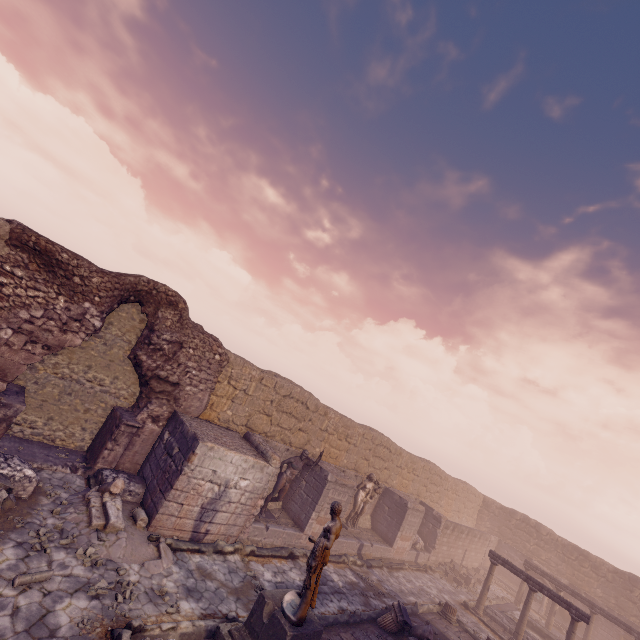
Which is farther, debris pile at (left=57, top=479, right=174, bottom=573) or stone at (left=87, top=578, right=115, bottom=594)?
debris pile at (left=57, top=479, right=174, bottom=573)

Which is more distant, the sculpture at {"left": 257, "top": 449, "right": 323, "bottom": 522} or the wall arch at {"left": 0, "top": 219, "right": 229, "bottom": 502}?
the sculpture at {"left": 257, "top": 449, "right": 323, "bottom": 522}

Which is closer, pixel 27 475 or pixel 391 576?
pixel 27 475

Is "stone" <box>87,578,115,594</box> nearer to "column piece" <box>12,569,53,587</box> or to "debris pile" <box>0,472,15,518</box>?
"column piece" <box>12,569,53,587</box>

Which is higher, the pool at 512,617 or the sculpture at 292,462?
the sculpture at 292,462

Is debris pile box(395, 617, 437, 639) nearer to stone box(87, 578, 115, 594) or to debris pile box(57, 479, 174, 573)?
debris pile box(57, 479, 174, 573)

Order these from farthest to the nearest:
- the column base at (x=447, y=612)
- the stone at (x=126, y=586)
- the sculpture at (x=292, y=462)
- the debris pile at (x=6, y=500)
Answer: the column base at (x=447, y=612), the sculpture at (x=292, y=462), the debris pile at (x=6, y=500), the stone at (x=126, y=586)

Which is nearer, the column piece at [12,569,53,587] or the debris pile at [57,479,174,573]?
the column piece at [12,569,53,587]
